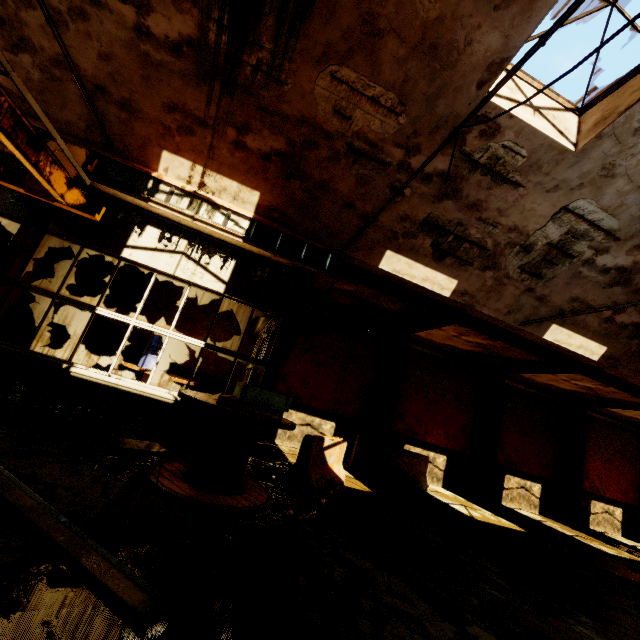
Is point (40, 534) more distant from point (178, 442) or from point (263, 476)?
point (263, 476)

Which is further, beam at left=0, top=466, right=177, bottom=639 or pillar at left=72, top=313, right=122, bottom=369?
pillar at left=72, top=313, right=122, bottom=369

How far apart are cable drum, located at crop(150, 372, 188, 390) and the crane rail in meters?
4.2 m

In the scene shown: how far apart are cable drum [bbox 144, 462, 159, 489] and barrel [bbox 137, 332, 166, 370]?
3.22m

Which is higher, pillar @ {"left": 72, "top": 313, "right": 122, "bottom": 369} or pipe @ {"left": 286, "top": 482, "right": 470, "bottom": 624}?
pillar @ {"left": 72, "top": 313, "right": 122, "bottom": 369}

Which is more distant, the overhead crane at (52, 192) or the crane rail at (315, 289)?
the crane rail at (315, 289)

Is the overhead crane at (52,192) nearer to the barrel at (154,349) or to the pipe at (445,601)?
the barrel at (154,349)

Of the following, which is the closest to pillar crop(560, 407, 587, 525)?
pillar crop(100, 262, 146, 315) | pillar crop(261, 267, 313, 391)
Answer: pillar crop(261, 267, 313, 391)
